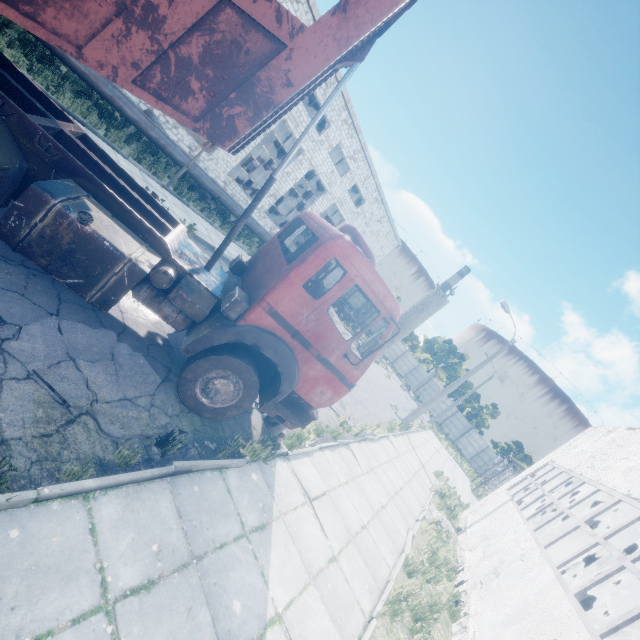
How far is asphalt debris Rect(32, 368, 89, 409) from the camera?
3.6m

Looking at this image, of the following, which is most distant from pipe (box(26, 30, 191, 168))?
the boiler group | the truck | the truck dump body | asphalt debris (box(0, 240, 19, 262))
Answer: the boiler group

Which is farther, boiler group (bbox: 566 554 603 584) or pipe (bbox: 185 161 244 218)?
pipe (bbox: 185 161 244 218)

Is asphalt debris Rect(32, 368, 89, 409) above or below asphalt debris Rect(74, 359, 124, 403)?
above

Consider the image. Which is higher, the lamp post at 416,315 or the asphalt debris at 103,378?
the lamp post at 416,315

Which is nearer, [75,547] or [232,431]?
[75,547]

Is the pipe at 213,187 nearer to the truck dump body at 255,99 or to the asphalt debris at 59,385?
the truck dump body at 255,99
